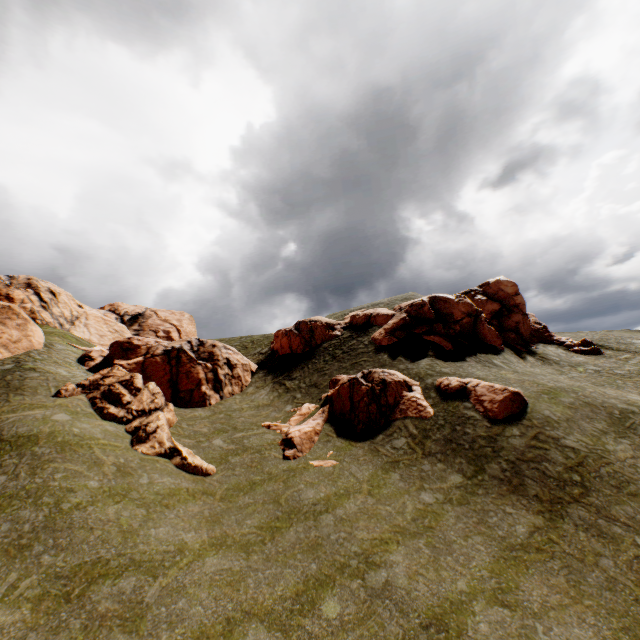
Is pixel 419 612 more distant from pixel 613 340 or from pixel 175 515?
pixel 613 340

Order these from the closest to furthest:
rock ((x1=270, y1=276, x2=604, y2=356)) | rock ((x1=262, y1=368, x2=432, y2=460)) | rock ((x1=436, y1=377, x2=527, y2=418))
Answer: rock ((x1=436, y1=377, x2=527, y2=418)) < rock ((x1=262, y1=368, x2=432, y2=460)) < rock ((x1=270, y1=276, x2=604, y2=356))

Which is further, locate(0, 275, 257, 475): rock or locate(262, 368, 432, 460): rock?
locate(262, 368, 432, 460): rock

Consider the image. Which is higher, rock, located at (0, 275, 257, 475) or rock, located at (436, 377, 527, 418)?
rock, located at (0, 275, 257, 475)

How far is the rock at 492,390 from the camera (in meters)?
18.16

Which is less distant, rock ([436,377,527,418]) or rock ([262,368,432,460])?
rock ([436,377,527,418])

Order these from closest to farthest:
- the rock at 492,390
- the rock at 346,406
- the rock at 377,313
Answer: the rock at 492,390 → the rock at 346,406 → the rock at 377,313
